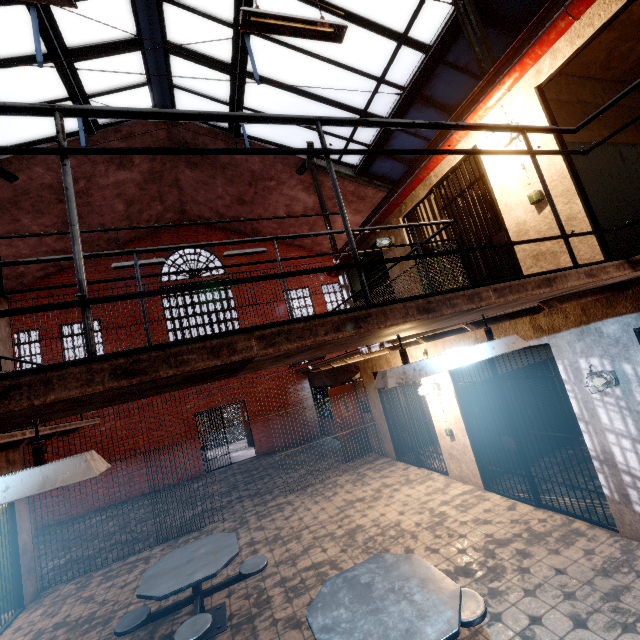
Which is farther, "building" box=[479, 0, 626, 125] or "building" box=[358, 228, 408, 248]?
"building" box=[358, 228, 408, 248]

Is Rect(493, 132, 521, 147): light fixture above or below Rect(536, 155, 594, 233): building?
above

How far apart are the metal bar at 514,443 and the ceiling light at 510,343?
2.46m

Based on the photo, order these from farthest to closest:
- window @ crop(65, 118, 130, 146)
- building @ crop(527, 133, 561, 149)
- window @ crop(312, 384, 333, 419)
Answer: window @ crop(312, 384, 333, 419), window @ crop(65, 118, 130, 146), building @ crop(527, 133, 561, 149)

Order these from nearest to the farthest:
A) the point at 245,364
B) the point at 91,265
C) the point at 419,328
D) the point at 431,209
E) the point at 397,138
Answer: the point at 245,364 → the point at 419,328 → the point at 431,209 → the point at 397,138 → the point at 91,265

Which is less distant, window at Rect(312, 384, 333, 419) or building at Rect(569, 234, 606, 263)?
building at Rect(569, 234, 606, 263)

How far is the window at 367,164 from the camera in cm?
1024

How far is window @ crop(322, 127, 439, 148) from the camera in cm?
927
